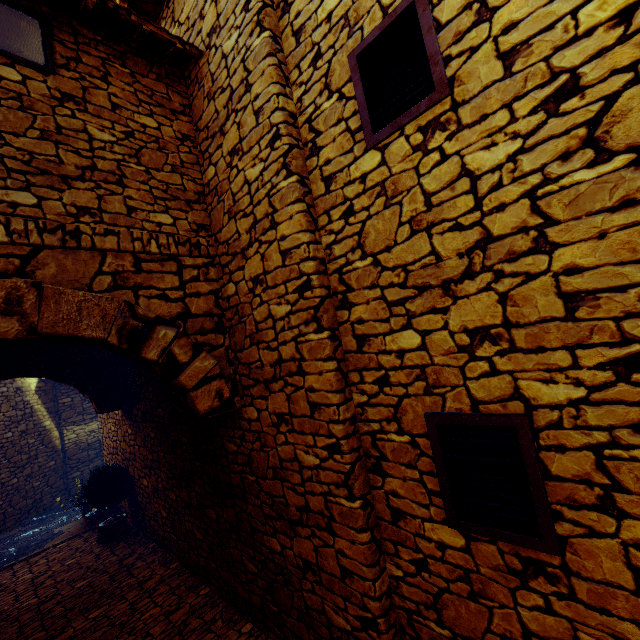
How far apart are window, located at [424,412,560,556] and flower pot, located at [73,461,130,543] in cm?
637

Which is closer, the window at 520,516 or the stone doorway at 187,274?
the window at 520,516

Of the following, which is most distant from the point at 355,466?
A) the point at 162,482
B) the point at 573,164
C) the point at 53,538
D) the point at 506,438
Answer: the point at 53,538

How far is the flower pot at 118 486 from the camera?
5.9 meters

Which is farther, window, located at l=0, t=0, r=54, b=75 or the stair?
the stair

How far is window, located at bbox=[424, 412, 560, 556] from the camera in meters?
1.6 m

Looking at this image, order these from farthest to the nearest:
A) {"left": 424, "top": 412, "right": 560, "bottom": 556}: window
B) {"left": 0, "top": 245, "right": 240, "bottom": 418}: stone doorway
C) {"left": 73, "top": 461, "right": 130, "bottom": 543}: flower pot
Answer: {"left": 73, "top": 461, "right": 130, "bottom": 543}: flower pot
{"left": 0, "top": 245, "right": 240, "bottom": 418}: stone doorway
{"left": 424, "top": 412, "right": 560, "bottom": 556}: window

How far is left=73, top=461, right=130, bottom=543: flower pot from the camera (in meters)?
5.92
